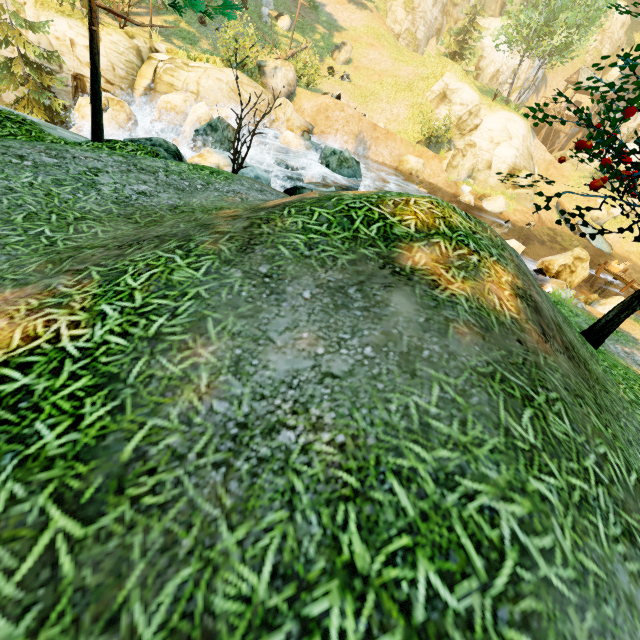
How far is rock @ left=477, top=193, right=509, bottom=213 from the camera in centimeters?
2178cm

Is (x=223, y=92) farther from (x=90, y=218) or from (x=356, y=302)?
(x=356, y=302)

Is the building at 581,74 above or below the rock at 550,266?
above

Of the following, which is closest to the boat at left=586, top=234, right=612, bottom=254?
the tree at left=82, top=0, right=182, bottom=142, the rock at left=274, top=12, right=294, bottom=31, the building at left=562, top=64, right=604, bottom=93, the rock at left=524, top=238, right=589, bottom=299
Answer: the tree at left=82, top=0, right=182, bottom=142

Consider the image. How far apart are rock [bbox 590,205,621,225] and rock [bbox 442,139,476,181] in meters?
13.6

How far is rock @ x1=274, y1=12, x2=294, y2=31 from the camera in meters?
25.1

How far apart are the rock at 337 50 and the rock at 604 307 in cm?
2549

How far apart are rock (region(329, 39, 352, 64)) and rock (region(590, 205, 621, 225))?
24.9 meters
